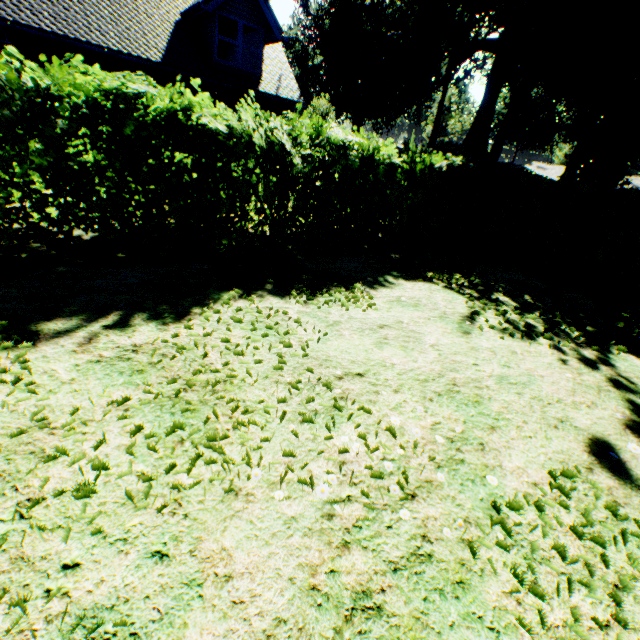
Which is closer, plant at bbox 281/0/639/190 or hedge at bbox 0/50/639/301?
hedge at bbox 0/50/639/301

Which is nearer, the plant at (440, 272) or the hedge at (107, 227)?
the hedge at (107, 227)

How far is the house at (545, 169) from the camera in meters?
48.8 m

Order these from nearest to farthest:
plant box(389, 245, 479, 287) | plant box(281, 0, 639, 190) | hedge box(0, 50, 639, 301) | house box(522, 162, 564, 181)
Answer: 1. hedge box(0, 50, 639, 301)
2. plant box(389, 245, 479, 287)
3. plant box(281, 0, 639, 190)
4. house box(522, 162, 564, 181)

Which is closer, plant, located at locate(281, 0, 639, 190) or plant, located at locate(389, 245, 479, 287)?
plant, located at locate(389, 245, 479, 287)

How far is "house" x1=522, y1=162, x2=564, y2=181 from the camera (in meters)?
48.84

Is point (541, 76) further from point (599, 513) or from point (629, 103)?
point (599, 513)

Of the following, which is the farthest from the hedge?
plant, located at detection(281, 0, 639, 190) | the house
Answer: the house
